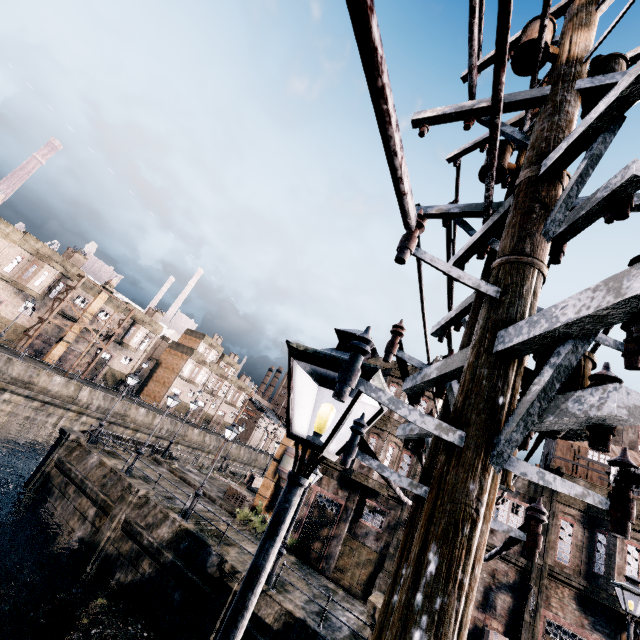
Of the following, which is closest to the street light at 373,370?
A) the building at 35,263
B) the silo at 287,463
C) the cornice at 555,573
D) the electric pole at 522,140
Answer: the electric pole at 522,140

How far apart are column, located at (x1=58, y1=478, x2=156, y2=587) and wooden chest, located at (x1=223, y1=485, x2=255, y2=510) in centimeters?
881cm

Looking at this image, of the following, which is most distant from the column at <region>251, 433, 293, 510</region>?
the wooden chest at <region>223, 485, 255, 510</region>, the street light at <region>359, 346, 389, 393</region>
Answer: the street light at <region>359, 346, 389, 393</region>

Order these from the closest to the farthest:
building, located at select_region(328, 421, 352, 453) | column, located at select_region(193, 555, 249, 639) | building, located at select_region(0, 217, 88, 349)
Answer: column, located at select_region(193, 555, 249, 639) → building, located at select_region(328, 421, 352, 453) → building, located at select_region(0, 217, 88, 349)

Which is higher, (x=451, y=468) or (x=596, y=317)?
(x=596, y=317)

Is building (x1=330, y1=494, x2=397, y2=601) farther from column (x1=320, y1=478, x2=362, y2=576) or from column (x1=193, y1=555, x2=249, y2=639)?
column (x1=193, y1=555, x2=249, y2=639)

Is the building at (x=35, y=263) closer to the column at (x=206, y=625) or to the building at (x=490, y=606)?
the building at (x=490, y=606)

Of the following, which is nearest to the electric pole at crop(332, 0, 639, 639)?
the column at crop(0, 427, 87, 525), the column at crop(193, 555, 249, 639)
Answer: the column at crop(193, 555, 249, 639)
